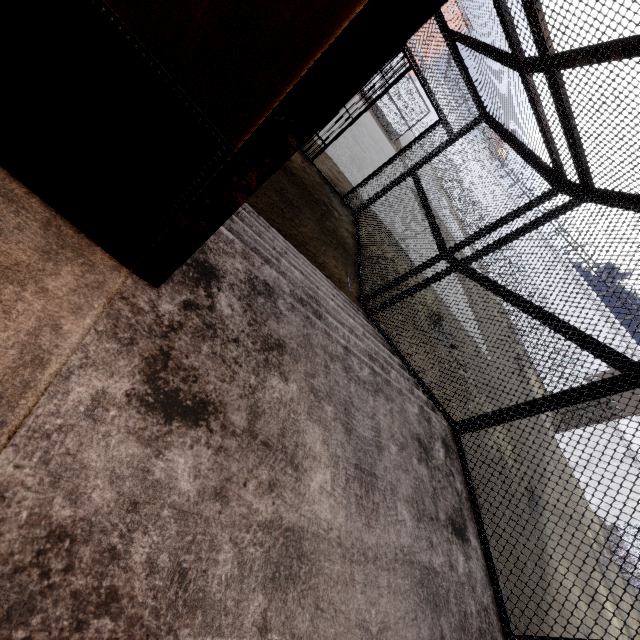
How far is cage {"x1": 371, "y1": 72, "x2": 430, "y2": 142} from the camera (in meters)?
20.45

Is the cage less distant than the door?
No

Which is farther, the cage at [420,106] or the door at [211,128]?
the cage at [420,106]

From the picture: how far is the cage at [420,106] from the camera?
20.5m

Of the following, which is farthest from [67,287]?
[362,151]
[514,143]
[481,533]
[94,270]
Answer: [362,151]
